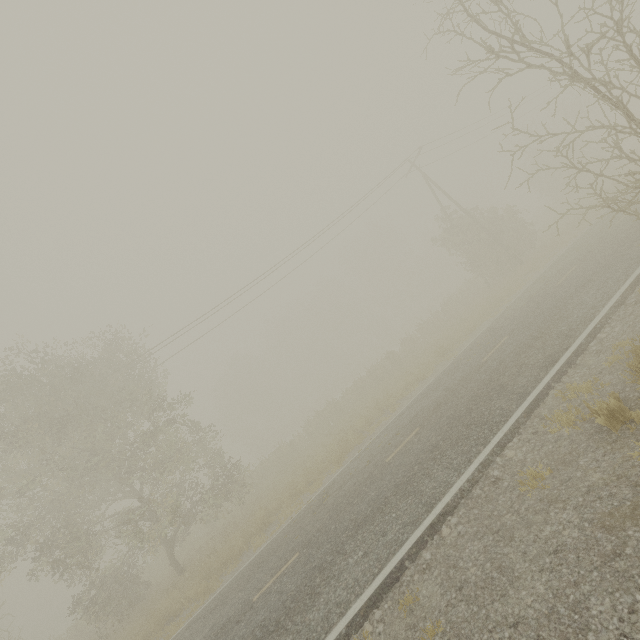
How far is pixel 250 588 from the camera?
9.03m

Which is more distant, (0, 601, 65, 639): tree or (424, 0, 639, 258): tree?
(0, 601, 65, 639): tree

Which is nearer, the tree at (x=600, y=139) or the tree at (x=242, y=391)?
the tree at (x=600, y=139)

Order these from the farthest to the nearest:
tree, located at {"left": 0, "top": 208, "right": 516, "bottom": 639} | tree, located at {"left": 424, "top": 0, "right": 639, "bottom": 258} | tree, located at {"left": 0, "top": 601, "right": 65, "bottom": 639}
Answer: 1. tree, located at {"left": 0, "top": 601, "right": 65, "bottom": 639}
2. tree, located at {"left": 0, "top": 208, "right": 516, "bottom": 639}
3. tree, located at {"left": 424, "top": 0, "right": 639, "bottom": 258}
